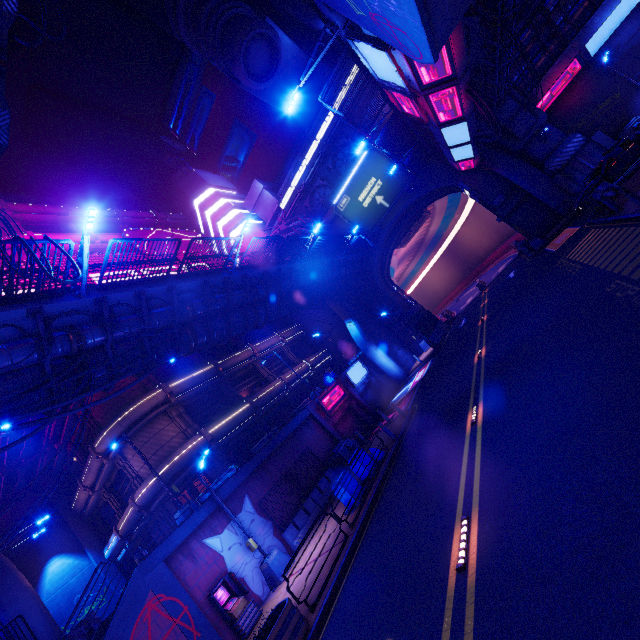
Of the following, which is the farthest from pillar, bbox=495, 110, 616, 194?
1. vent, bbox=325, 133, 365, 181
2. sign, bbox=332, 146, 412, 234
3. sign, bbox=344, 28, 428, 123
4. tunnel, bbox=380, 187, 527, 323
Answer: Result: sign, bbox=344, 28, 428, 123

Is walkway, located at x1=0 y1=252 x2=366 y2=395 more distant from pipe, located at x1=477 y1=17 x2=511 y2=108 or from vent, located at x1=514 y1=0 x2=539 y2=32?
vent, located at x1=514 y1=0 x2=539 y2=32

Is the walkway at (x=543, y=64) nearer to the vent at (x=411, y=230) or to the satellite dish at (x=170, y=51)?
the vent at (x=411, y=230)

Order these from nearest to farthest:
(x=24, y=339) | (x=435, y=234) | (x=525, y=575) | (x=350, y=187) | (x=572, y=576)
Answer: (x=572, y=576) < (x=525, y=575) < (x=24, y=339) < (x=350, y=187) < (x=435, y=234)

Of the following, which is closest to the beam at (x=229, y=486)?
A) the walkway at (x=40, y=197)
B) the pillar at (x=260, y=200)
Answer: the walkway at (x=40, y=197)

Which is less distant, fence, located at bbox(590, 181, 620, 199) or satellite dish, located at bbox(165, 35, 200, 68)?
fence, located at bbox(590, 181, 620, 199)

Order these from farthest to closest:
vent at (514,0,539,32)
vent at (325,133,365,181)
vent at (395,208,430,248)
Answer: vent at (395,208,430,248), vent at (325,133,365,181), vent at (514,0,539,32)

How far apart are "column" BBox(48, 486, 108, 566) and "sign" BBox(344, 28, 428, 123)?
36.6 meters
